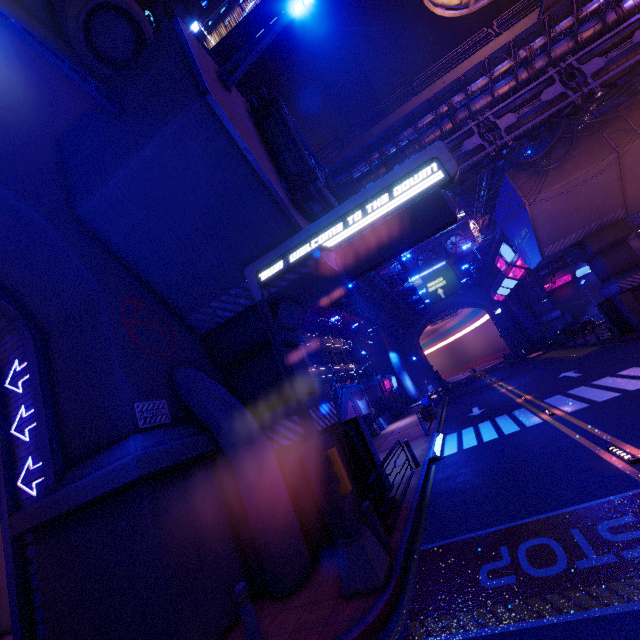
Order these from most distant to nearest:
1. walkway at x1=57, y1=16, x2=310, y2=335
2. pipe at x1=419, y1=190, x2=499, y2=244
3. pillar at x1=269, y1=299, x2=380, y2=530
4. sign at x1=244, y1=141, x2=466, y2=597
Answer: pipe at x1=419, y1=190, x2=499, y2=244 → pillar at x1=269, y1=299, x2=380, y2=530 → walkway at x1=57, y1=16, x2=310, y2=335 → sign at x1=244, y1=141, x2=466, y2=597

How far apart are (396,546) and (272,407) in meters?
5.0 m

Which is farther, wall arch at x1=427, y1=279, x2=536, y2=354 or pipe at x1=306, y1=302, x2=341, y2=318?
wall arch at x1=427, y1=279, x2=536, y2=354

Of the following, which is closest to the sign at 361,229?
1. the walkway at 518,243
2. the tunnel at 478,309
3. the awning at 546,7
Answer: the awning at 546,7

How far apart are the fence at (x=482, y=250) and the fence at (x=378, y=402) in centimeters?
1844cm

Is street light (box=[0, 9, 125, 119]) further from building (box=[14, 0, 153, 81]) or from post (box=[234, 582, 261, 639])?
post (box=[234, 582, 261, 639])

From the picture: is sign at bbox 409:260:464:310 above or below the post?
above

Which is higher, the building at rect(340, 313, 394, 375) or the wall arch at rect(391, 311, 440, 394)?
the building at rect(340, 313, 394, 375)
